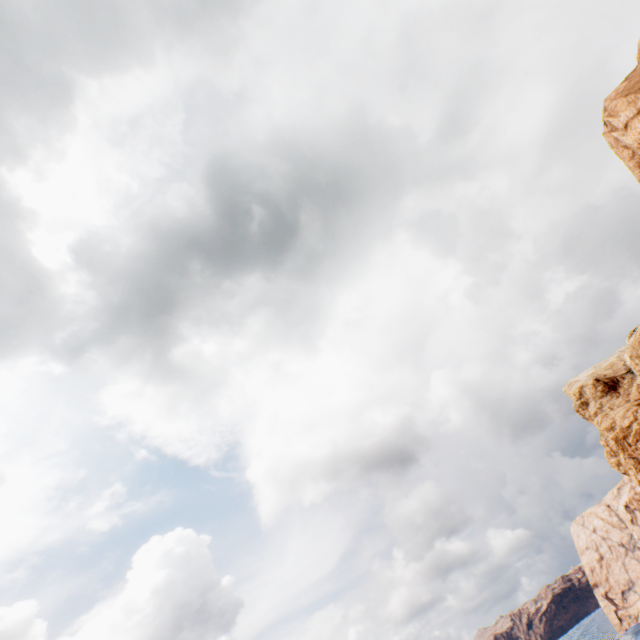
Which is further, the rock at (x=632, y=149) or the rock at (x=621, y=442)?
the rock at (x=621, y=442)

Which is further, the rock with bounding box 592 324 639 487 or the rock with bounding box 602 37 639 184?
the rock with bounding box 592 324 639 487

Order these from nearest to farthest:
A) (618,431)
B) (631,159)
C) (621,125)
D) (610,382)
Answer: (621,125)
(631,159)
(618,431)
(610,382)
